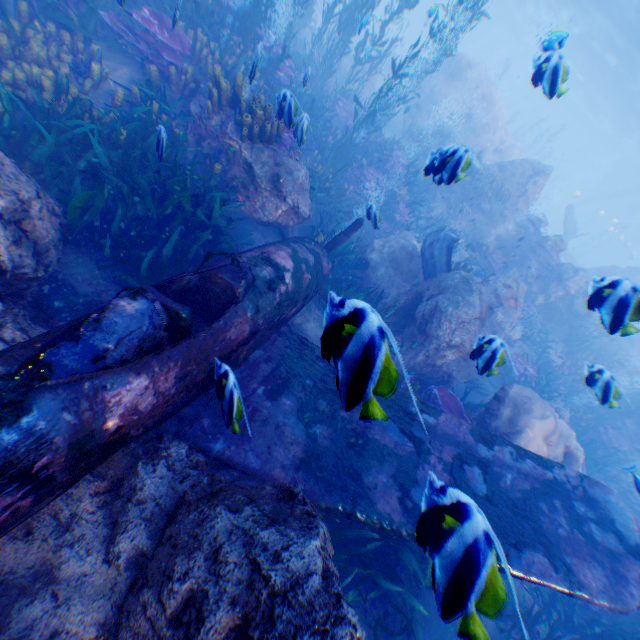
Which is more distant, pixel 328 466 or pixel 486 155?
pixel 486 155

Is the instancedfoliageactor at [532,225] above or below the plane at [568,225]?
below

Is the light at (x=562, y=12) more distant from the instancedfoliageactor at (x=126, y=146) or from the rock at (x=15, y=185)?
the instancedfoliageactor at (x=126, y=146)

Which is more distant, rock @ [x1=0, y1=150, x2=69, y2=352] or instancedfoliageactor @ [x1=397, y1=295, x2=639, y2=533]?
instancedfoliageactor @ [x1=397, y1=295, x2=639, y2=533]

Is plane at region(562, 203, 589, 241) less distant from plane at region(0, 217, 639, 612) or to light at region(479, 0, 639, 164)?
light at region(479, 0, 639, 164)

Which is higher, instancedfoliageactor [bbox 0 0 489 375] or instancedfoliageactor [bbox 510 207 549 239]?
instancedfoliageactor [bbox 510 207 549 239]

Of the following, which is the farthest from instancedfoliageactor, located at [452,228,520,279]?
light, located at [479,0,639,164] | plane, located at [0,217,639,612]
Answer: light, located at [479,0,639,164]
